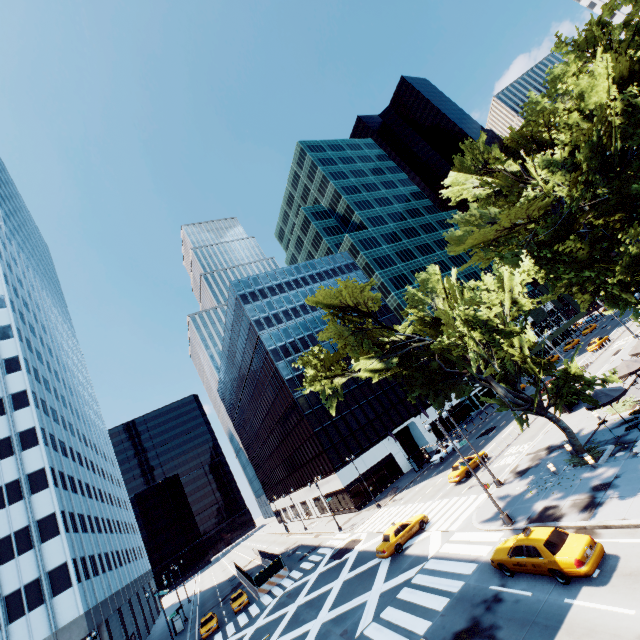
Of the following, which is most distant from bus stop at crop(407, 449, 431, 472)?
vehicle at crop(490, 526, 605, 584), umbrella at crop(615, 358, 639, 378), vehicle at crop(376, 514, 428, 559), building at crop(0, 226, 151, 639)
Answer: building at crop(0, 226, 151, 639)

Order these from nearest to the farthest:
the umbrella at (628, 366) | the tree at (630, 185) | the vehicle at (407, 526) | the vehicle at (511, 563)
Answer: the vehicle at (511, 563), the tree at (630, 185), the umbrella at (628, 366), the vehicle at (407, 526)

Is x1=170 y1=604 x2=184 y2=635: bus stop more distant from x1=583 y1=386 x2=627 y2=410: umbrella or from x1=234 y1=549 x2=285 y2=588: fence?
x1=583 y1=386 x2=627 y2=410: umbrella

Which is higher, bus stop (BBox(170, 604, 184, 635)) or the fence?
the fence

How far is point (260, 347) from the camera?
59.7 meters

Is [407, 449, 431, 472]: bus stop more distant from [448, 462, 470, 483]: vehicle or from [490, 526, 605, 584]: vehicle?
[490, 526, 605, 584]: vehicle

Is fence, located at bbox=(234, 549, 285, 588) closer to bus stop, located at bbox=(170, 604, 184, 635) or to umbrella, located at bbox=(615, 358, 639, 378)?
bus stop, located at bbox=(170, 604, 184, 635)

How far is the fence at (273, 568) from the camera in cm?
3819
